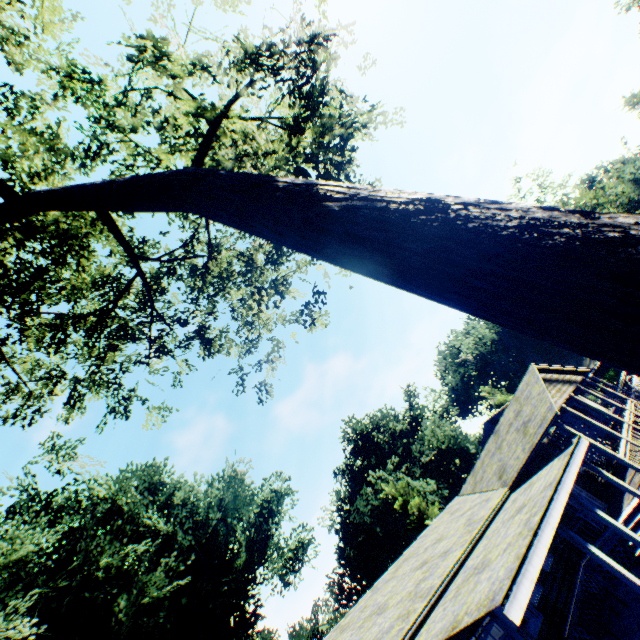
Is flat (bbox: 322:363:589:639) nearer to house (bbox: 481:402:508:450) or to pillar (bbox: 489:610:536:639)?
house (bbox: 481:402:508:450)

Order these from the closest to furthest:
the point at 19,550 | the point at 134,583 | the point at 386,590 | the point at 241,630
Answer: the point at 386,590 → the point at 19,550 → the point at 134,583 → the point at 241,630

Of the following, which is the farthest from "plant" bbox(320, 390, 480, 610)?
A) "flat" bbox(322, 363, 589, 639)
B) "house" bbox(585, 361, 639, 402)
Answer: "flat" bbox(322, 363, 589, 639)

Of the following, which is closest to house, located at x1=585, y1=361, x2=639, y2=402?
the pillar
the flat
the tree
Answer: the flat

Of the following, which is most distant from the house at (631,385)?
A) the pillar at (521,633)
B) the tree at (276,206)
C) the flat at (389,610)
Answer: the tree at (276,206)

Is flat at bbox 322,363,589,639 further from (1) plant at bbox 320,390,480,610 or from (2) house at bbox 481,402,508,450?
(1) plant at bbox 320,390,480,610

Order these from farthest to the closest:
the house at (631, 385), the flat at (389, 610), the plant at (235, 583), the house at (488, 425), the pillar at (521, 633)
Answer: the house at (488, 425)
the house at (631, 385)
the plant at (235, 583)
the flat at (389, 610)
the pillar at (521, 633)

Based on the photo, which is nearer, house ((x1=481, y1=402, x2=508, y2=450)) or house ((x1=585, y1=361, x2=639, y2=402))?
house ((x1=585, y1=361, x2=639, y2=402))
